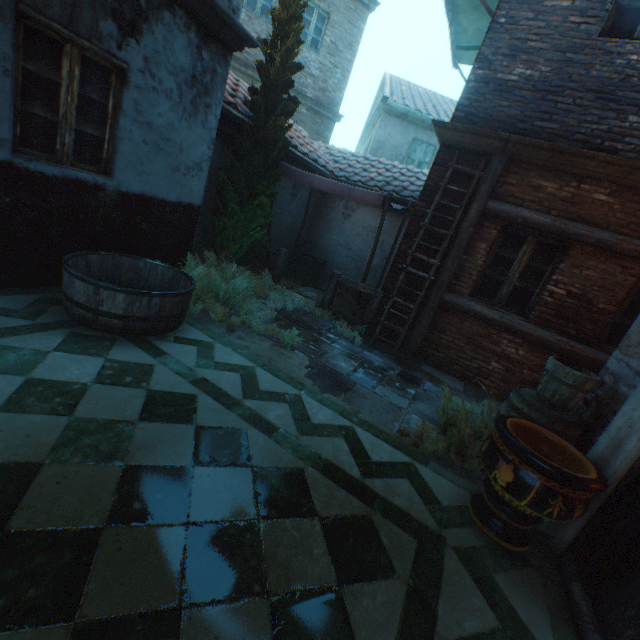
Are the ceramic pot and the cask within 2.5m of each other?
no

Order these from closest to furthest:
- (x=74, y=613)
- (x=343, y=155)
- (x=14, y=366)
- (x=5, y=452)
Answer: (x=74, y=613), (x=5, y=452), (x=14, y=366), (x=343, y=155)

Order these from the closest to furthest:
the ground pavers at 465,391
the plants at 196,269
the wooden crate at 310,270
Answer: the ground pavers at 465,391
the plants at 196,269
the wooden crate at 310,270

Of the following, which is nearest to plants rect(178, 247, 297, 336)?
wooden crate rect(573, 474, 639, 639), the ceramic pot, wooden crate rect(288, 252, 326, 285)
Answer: wooden crate rect(288, 252, 326, 285)

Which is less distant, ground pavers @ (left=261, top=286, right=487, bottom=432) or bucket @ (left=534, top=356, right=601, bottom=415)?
bucket @ (left=534, top=356, right=601, bottom=415)

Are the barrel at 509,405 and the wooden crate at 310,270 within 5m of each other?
no

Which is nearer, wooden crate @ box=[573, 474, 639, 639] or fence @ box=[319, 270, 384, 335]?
wooden crate @ box=[573, 474, 639, 639]

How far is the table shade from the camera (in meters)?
6.05
